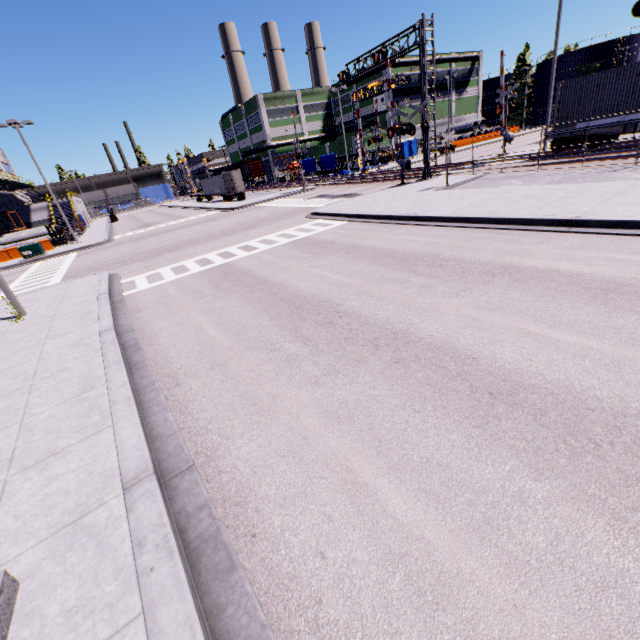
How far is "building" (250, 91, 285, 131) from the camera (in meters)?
58.09

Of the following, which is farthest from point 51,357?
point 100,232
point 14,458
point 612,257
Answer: point 100,232

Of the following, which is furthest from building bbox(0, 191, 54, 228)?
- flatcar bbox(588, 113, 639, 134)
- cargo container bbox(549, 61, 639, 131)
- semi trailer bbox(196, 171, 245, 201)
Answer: flatcar bbox(588, 113, 639, 134)

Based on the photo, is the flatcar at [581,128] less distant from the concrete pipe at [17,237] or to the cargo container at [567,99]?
the cargo container at [567,99]

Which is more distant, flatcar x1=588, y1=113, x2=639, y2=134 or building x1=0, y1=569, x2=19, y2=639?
flatcar x1=588, y1=113, x2=639, y2=134

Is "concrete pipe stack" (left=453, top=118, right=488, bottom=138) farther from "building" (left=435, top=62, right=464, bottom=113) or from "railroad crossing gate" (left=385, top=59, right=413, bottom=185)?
"railroad crossing gate" (left=385, top=59, right=413, bottom=185)

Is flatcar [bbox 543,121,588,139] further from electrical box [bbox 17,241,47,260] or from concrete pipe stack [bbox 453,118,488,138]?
concrete pipe stack [bbox 453,118,488,138]

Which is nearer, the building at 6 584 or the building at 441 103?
the building at 6 584
